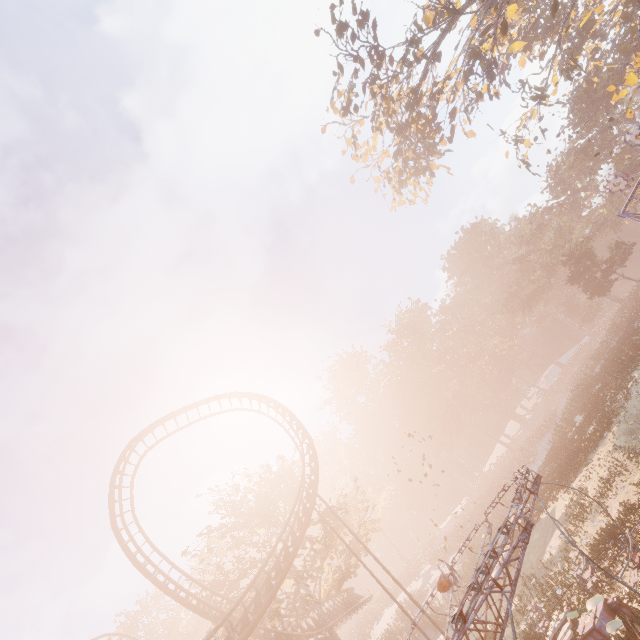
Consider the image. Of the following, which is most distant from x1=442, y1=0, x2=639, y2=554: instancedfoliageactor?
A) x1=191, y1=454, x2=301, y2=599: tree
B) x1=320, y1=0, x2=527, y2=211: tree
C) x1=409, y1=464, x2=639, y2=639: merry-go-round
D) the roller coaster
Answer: x1=320, y1=0, x2=527, y2=211: tree

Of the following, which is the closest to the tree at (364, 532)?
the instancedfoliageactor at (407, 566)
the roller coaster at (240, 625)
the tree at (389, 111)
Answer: the roller coaster at (240, 625)

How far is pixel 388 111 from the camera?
23.53m

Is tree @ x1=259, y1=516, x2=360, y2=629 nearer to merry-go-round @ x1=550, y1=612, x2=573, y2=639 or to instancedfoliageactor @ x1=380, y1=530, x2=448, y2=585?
instancedfoliageactor @ x1=380, y1=530, x2=448, y2=585

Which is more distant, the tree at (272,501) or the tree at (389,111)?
the tree at (272,501)

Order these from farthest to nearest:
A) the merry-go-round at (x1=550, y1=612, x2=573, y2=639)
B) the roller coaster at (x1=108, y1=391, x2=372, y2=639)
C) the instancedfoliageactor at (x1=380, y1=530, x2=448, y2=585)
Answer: the instancedfoliageactor at (x1=380, y1=530, x2=448, y2=585) < the roller coaster at (x1=108, y1=391, x2=372, y2=639) < the merry-go-round at (x1=550, y1=612, x2=573, y2=639)

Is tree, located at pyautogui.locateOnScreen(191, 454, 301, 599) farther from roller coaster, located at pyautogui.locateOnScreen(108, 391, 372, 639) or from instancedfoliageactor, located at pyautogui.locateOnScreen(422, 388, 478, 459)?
instancedfoliageactor, located at pyautogui.locateOnScreen(422, 388, 478, 459)

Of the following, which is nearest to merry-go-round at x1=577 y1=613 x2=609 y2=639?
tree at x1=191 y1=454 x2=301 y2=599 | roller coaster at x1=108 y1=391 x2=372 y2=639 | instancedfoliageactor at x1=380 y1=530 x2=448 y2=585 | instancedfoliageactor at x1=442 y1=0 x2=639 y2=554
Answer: roller coaster at x1=108 y1=391 x2=372 y2=639
